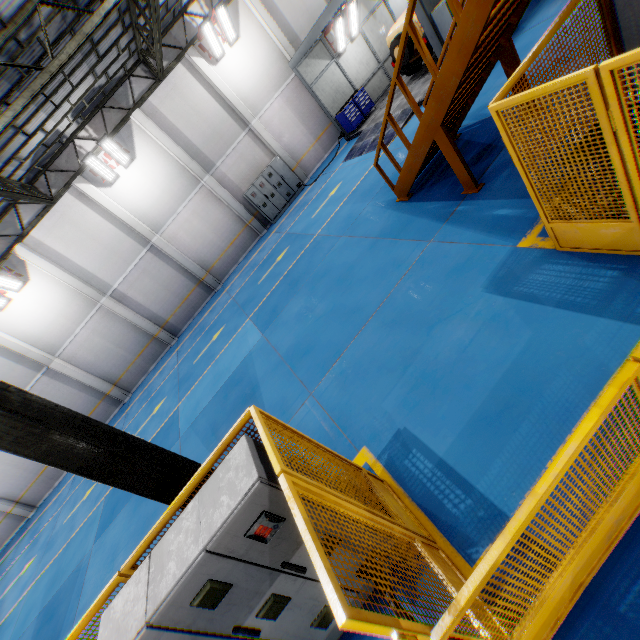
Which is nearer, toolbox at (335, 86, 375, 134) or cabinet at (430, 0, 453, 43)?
cabinet at (430, 0, 453, 43)

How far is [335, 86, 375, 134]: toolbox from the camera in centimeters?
1599cm

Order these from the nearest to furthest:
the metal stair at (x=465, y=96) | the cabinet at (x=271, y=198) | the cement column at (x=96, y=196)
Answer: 1. the metal stair at (x=465, y=96)
2. the cement column at (x=96, y=196)
3. the cabinet at (x=271, y=198)

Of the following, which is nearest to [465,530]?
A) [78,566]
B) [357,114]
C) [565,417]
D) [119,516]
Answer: [565,417]

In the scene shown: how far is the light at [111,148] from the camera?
13.85m

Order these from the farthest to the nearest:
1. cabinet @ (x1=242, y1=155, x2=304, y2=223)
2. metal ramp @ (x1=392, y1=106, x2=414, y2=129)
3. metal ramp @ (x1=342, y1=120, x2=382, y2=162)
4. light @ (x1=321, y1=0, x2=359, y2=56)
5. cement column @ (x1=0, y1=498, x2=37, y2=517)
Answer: cabinet @ (x1=242, y1=155, x2=304, y2=223) → cement column @ (x1=0, y1=498, x2=37, y2=517) → metal ramp @ (x1=342, y1=120, x2=382, y2=162) → light @ (x1=321, y1=0, x2=359, y2=56) → metal ramp @ (x1=392, y1=106, x2=414, y2=129)

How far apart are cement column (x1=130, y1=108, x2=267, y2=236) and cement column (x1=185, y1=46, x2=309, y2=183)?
3.2 meters

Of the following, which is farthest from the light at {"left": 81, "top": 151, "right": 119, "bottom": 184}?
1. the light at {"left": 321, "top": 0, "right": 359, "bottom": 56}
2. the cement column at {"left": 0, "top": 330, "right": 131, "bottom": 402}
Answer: the light at {"left": 321, "top": 0, "right": 359, "bottom": 56}
